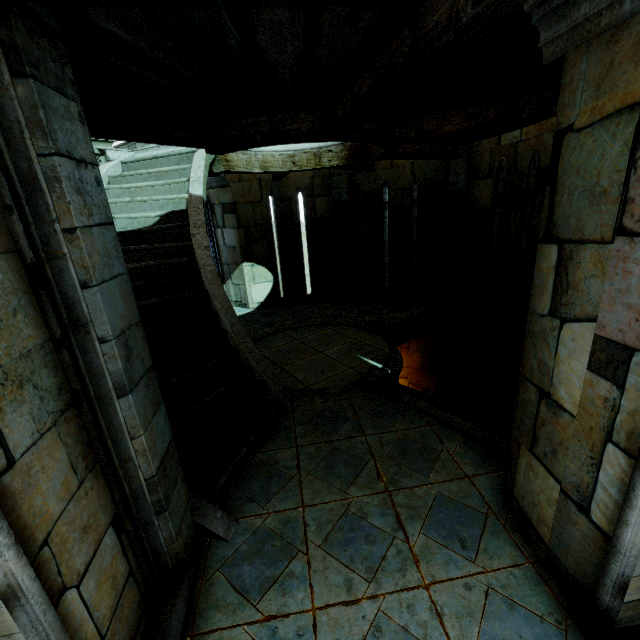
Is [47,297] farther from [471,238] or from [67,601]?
[471,238]
